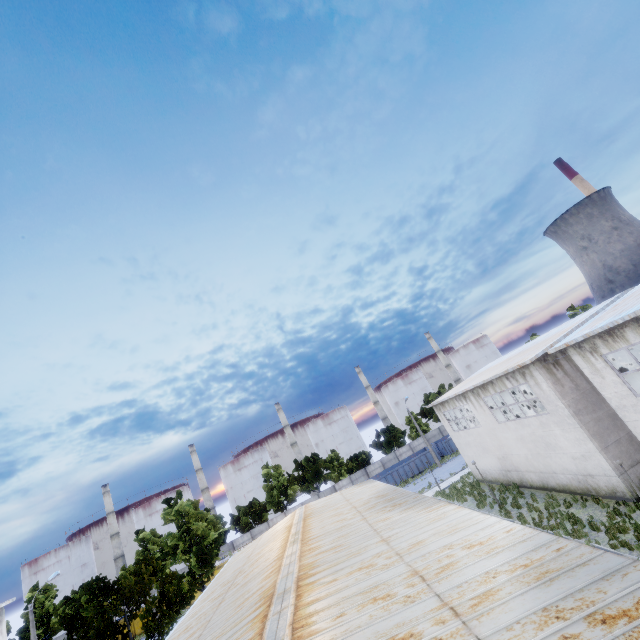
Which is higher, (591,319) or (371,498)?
(591,319)

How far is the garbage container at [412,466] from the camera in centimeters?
4656cm

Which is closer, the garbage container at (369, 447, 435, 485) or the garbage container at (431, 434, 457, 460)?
the garbage container at (369, 447, 435, 485)

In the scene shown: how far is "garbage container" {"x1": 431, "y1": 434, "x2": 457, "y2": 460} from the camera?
48.2m

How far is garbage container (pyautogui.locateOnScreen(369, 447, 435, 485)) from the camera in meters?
46.6 m

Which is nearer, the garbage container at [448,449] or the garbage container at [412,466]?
the garbage container at [412,466]
